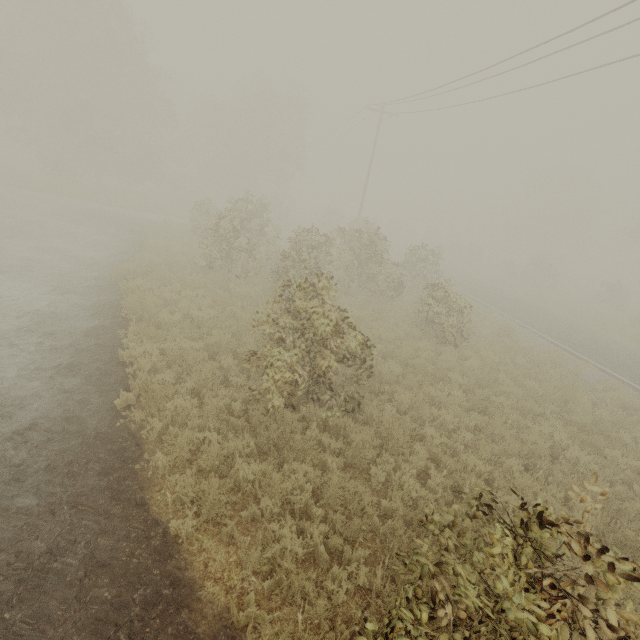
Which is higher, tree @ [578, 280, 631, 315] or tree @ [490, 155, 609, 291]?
tree @ [490, 155, 609, 291]

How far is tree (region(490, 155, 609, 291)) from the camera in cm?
3625

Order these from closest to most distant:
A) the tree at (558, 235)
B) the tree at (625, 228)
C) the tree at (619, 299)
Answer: the tree at (619, 299) < the tree at (558, 235) < the tree at (625, 228)

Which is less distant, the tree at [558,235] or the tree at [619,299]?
the tree at [619,299]

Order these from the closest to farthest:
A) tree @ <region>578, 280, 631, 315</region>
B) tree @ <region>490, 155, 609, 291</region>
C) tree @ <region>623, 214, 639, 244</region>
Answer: tree @ <region>578, 280, 631, 315</region> < tree @ <region>490, 155, 609, 291</region> < tree @ <region>623, 214, 639, 244</region>

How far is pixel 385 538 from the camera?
4.9 meters
